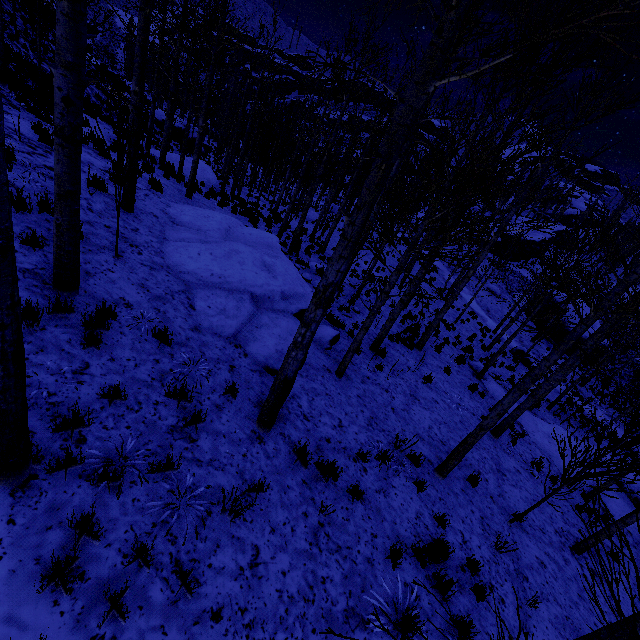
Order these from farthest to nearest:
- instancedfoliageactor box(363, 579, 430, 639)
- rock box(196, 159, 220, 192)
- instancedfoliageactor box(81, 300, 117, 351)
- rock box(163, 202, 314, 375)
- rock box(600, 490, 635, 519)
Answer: rock box(196, 159, 220, 192) < rock box(600, 490, 635, 519) < rock box(163, 202, 314, 375) < instancedfoliageactor box(81, 300, 117, 351) < instancedfoliageactor box(363, 579, 430, 639)

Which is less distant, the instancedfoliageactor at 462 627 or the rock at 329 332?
the instancedfoliageactor at 462 627

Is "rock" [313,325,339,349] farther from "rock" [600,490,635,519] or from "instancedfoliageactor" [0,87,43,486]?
"rock" [600,490,635,519]

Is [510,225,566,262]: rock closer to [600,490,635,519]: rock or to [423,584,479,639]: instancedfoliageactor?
[600,490,635,519]: rock

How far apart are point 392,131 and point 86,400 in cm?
443

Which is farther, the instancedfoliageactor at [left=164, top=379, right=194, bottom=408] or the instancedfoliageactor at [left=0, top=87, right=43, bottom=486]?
the instancedfoliageactor at [left=164, top=379, right=194, bottom=408]

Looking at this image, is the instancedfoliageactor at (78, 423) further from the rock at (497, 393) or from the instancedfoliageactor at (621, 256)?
the instancedfoliageactor at (621, 256)
